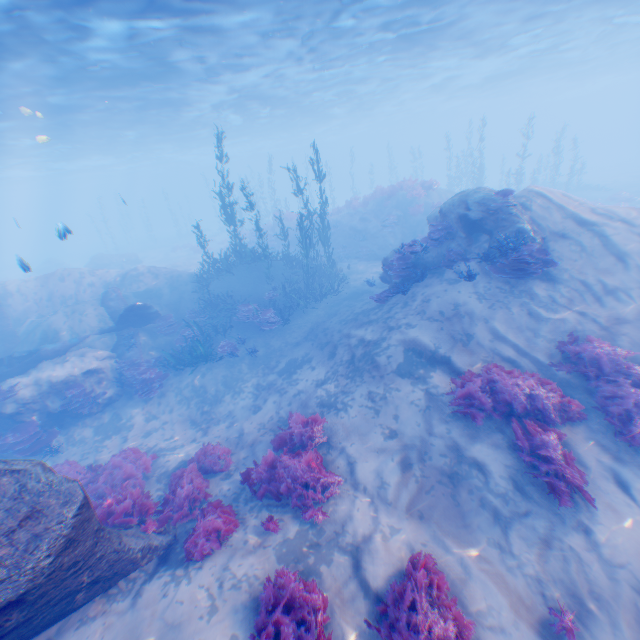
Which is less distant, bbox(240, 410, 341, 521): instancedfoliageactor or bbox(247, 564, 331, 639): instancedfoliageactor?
bbox(247, 564, 331, 639): instancedfoliageactor

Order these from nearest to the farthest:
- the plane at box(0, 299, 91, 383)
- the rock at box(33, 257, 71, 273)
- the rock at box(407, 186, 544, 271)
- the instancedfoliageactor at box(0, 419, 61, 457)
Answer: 1. the rock at box(407, 186, 544, 271)
2. the instancedfoliageactor at box(0, 419, 61, 457)
3. the plane at box(0, 299, 91, 383)
4. the rock at box(33, 257, 71, 273)

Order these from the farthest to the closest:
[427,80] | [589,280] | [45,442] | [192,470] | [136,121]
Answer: [427,80], [136,121], [45,442], [589,280], [192,470]

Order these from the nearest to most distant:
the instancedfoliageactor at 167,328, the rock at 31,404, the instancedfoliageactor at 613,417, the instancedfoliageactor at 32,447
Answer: the instancedfoliageactor at 613,417 < the instancedfoliageactor at 32,447 < the rock at 31,404 < the instancedfoliageactor at 167,328

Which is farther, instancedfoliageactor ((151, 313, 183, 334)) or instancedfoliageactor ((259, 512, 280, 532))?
instancedfoliageactor ((151, 313, 183, 334))

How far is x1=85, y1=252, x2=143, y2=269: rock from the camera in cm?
3246

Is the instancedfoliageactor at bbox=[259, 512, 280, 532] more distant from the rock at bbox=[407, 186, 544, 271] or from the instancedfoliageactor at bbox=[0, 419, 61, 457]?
the instancedfoliageactor at bbox=[0, 419, 61, 457]

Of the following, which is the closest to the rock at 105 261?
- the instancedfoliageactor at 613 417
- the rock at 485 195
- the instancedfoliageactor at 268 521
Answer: the rock at 485 195
